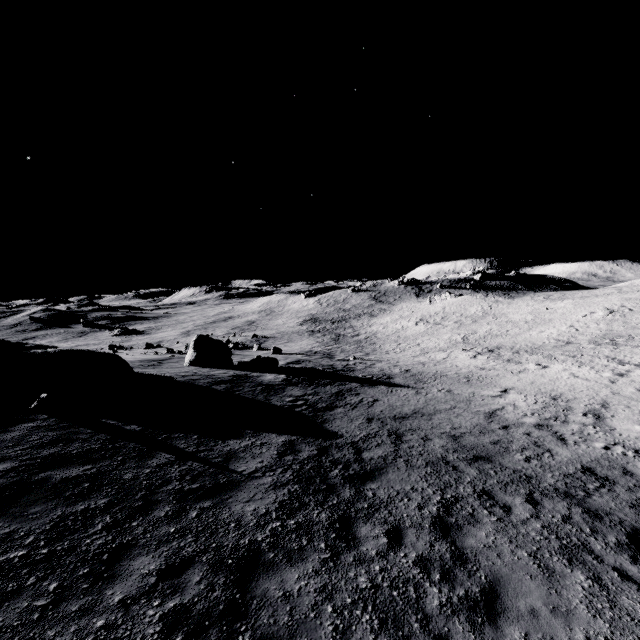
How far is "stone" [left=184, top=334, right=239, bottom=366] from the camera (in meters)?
24.78

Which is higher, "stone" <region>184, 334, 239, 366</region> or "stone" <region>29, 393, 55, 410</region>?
"stone" <region>29, 393, 55, 410</region>

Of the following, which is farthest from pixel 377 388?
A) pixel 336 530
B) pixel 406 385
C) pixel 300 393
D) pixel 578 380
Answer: pixel 336 530

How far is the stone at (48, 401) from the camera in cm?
1089

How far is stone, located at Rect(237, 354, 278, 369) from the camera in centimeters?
2487cm

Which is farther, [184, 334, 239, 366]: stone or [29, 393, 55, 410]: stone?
[184, 334, 239, 366]: stone

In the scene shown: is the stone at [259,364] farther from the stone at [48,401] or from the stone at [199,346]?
the stone at [48,401]

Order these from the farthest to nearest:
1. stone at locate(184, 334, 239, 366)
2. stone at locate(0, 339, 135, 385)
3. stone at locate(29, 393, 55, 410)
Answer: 1. stone at locate(184, 334, 239, 366)
2. stone at locate(0, 339, 135, 385)
3. stone at locate(29, 393, 55, 410)
